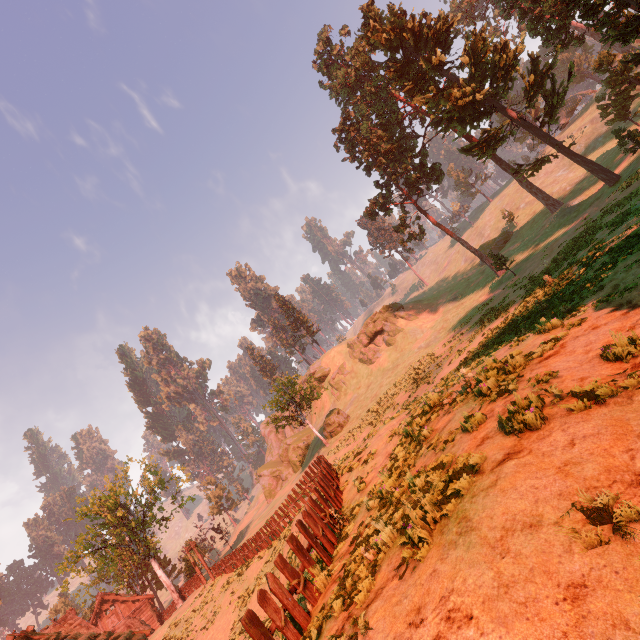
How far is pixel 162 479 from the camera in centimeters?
3781cm

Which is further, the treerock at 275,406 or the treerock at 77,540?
the treerock at 275,406

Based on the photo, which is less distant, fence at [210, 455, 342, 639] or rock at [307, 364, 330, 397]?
fence at [210, 455, 342, 639]

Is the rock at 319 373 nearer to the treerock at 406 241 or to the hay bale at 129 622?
the treerock at 406 241

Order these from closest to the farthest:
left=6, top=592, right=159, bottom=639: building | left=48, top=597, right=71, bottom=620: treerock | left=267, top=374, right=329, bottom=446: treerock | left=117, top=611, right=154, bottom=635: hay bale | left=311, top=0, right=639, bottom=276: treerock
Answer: left=6, top=592, right=159, bottom=639: building
left=311, top=0, right=639, bottom=276: treerock
left=117, top=611, right=154, bottom=635: hay bale
left=267, top=374, right=329, bottom=446: treerock
left=48, top=597, right=71, bottom=620: treerock

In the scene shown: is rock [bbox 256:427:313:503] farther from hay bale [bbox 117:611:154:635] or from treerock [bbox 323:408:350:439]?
hay bale [bbox 117:611:154:635]

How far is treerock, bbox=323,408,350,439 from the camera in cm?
3981

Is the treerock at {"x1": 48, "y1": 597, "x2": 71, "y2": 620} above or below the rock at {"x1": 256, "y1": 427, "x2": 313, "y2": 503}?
above
